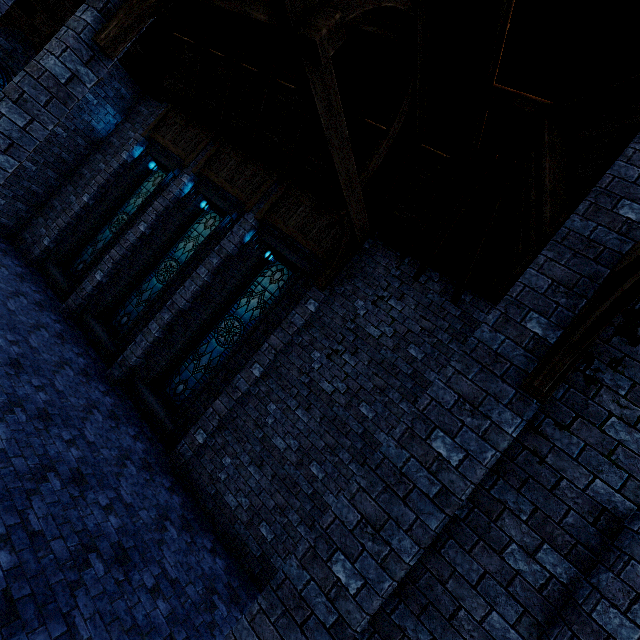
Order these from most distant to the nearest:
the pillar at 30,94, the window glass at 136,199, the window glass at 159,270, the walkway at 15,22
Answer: the window glass at 136,199 < the window glass at 159,270 < the walkway at 15,22 < the pillar at 30,94

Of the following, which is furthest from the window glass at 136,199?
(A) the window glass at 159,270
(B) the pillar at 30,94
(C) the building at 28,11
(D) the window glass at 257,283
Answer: (B) the pillar at 30,94

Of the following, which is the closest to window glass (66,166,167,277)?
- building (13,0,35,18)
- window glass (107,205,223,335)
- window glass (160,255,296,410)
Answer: building (13,0,35,18)

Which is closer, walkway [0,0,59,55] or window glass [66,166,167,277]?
walkway [0,0,59,55]

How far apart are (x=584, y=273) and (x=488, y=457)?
2.02m

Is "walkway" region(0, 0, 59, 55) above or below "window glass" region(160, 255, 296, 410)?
above

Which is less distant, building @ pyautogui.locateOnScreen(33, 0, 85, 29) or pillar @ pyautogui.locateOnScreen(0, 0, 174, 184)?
pillar @ pyautogui.locateOnScreen(0, 0, 174, 184)
